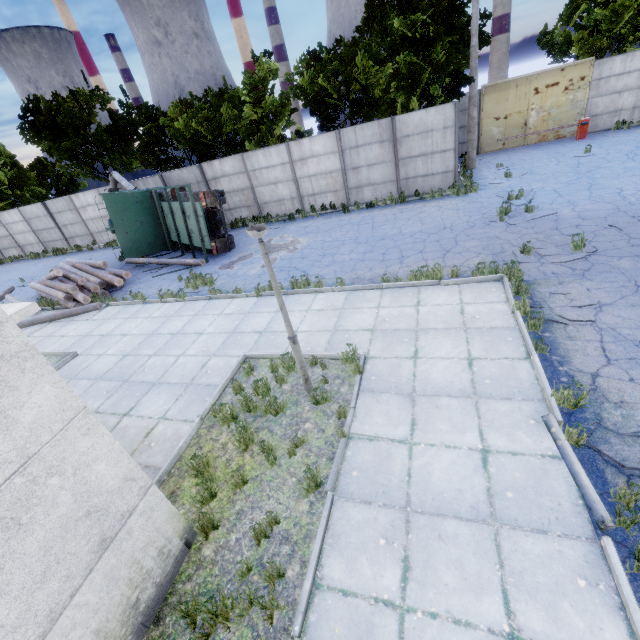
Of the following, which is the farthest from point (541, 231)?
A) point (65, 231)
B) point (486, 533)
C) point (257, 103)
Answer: point (65, 231)

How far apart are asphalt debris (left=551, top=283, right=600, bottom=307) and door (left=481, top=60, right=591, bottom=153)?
18.77m

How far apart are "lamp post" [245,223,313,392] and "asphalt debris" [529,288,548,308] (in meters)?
4.75

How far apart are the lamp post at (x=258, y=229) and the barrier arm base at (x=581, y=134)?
23.2m

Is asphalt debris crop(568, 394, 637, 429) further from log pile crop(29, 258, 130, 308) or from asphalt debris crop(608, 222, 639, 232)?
log pile crop(29, 258, 130, 308)

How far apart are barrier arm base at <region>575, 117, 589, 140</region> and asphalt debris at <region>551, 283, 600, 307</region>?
17.9m

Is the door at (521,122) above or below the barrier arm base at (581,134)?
above

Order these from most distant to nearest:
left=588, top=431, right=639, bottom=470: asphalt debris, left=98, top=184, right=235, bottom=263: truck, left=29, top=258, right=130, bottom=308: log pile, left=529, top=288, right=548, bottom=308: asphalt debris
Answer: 1. left=98, top=184, right=235, bottom=263: truck
2. left=29, top=258, right=130, bottom=308: log pile
3. left=529, top=288, right=548, bottom=308: asphalt debris
4. left=588, top=431, right=639, bottom=470: asphalt debris
